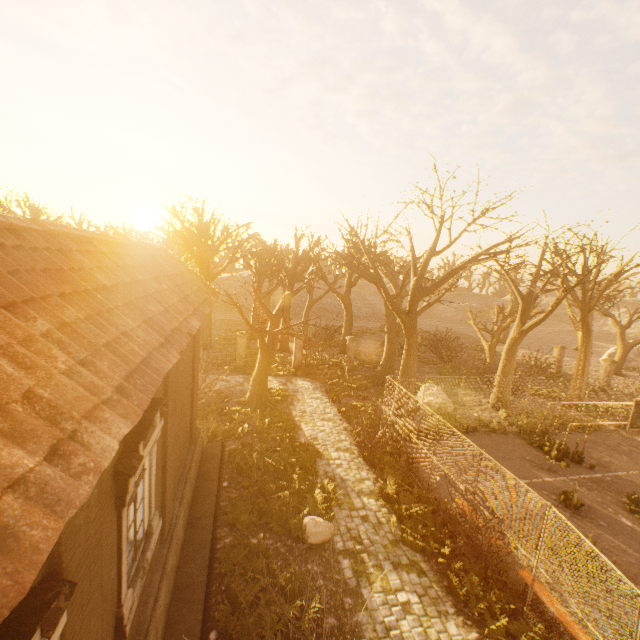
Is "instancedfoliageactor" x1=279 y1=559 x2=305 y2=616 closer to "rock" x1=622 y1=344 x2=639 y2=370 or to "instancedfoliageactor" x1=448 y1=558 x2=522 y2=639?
"instancedfoliageactor" x1=448 y1=558 x2=522 y2=639

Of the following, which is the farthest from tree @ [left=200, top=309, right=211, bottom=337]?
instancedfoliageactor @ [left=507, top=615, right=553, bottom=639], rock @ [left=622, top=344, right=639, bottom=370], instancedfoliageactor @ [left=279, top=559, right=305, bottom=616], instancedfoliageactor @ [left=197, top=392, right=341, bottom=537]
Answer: instancedfoliageactor @ [left=507, top=615, right=553, bottom=639]

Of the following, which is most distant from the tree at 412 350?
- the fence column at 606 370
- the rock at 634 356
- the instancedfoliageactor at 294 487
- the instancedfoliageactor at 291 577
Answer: the fence column at 606 370

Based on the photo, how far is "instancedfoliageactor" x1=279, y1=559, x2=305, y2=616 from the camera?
6.9 meters

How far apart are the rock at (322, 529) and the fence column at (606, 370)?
26.9m

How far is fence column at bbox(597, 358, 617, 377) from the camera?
24.8m

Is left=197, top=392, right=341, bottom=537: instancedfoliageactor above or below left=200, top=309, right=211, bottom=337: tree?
below

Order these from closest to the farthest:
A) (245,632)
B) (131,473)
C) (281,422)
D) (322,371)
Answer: (131,473)
(245,632)
(281,422)
(322,371)
